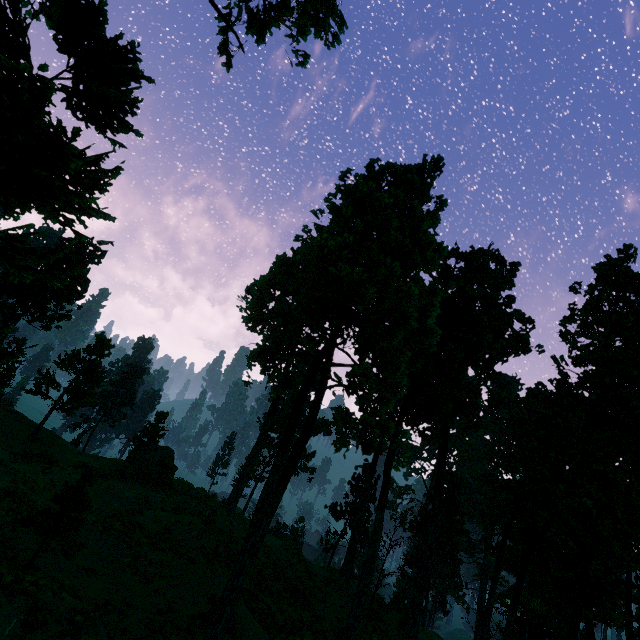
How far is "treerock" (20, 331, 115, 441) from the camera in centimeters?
3045cm

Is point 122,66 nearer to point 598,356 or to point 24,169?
point 24,169

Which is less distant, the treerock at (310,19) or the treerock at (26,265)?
the treerock at (26,265)

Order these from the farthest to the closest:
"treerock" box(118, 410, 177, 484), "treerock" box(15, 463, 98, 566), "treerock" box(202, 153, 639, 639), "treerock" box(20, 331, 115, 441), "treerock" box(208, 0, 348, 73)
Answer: "treerock" box(20, 331, 115, 441) → "treerock" box(118, 410, 177, 484) → "treerock" box(208, 0, 348, 73) → "treerock" box(202, 153, 639, 639) → "treerock" box(15, 463, 98, 566)

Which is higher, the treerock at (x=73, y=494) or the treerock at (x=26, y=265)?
the treerock at (x=26, y=265)

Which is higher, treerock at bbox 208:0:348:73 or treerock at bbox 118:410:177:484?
treerock at bbox 208:0:348:73
